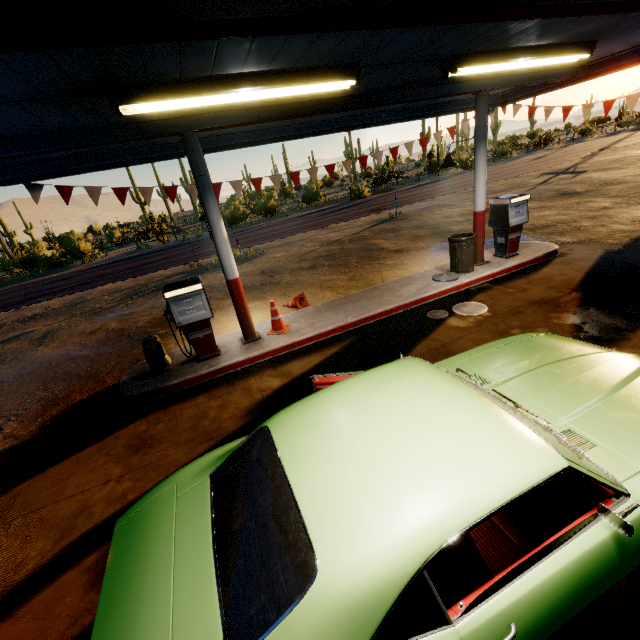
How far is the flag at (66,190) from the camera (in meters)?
6.60

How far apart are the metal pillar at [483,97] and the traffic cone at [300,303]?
4.44m

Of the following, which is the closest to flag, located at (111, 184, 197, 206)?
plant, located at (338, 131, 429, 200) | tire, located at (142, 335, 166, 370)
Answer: tire, located at (142, 335, 166, 370)

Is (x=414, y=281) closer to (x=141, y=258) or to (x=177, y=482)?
(x=177, y=482)

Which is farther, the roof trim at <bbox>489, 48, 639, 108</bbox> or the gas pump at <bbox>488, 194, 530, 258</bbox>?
the gas pump at <bbox>488, 194, 530, 258</bbox>

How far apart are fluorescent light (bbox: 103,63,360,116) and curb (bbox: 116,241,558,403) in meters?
4.0

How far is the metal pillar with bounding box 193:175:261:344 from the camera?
5.6 meters

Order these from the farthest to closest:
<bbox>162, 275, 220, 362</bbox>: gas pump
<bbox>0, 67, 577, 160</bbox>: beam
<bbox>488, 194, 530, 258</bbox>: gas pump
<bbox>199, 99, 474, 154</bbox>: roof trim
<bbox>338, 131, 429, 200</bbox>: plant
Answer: <bbox>338, 131, 429, 200</bbox>: plant, <bbox>488, 194, 530, 258</bbox>: gas pump, <bbox>199, 99, 474, 154</bbox>: roof trim, <bbox>162, 275, 220, 362</bbox>: gas pump, <bbox>0, 67, 577, 160</bbox>: beam
